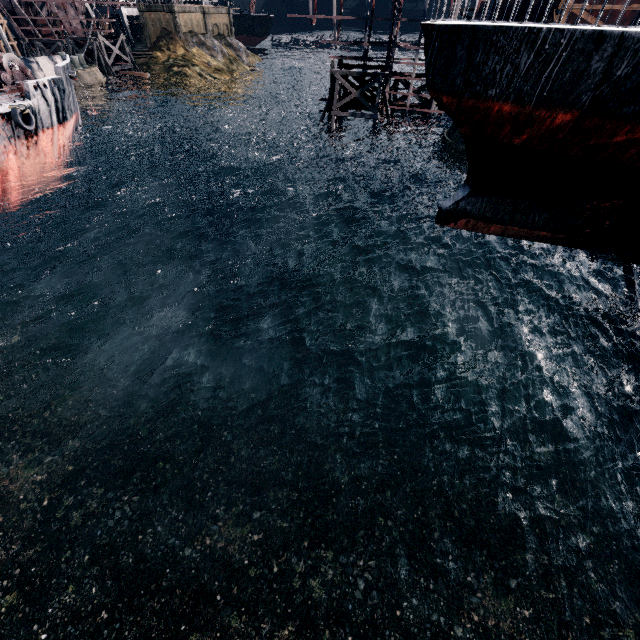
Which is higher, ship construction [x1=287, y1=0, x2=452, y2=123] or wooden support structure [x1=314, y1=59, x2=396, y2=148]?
ship construction [x1=287, y1=0, x2=452, y2=123]

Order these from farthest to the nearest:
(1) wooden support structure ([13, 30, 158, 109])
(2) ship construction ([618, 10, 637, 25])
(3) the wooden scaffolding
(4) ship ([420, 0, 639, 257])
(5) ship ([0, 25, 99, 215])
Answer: (1) wooden support structure ([13, 30, 158, 109]), (2) ship construction ([618, 10, 637, 25]), (5) ship ([0, 25, 99, 215]), (3) the wooden scaffolding, (4) ship ([420, 0, 639, 257])

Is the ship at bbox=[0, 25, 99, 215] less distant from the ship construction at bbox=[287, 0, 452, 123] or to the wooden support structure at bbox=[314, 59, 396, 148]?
the wooden support structure at bbox=[314, 59, 396, 148]

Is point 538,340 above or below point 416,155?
below

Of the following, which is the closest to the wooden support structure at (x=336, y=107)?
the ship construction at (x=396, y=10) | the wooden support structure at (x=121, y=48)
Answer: the ship construction at (x=396, y=10)

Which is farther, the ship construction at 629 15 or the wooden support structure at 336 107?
the wooden support structure at 336 107

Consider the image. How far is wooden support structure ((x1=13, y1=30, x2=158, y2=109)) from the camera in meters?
50.1

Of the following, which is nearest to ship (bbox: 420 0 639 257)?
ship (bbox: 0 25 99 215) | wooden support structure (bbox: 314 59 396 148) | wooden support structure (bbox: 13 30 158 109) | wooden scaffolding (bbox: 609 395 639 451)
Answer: wooden scaffolding (bbox: 609 395 639 451)
